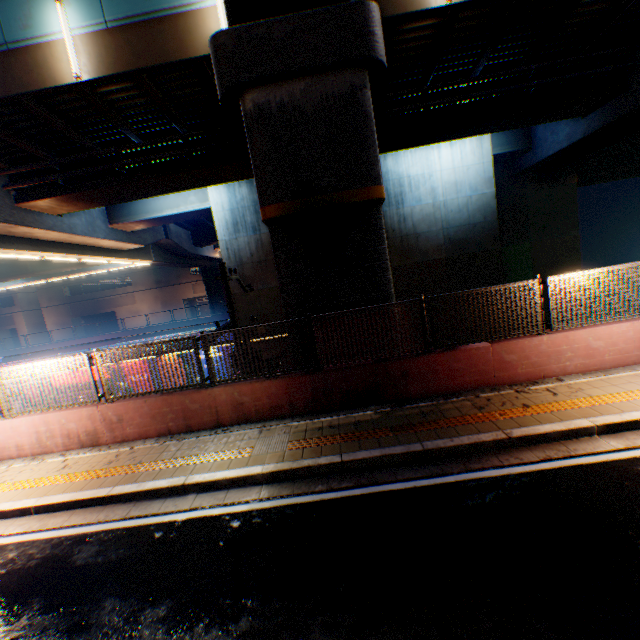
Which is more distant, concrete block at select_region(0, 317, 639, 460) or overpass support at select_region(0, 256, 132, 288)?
overpass support at select_region(0, 256, 132, 288)

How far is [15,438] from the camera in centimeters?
761cm

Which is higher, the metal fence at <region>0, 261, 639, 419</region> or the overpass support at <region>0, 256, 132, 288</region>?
the overpass support at <region>0, 256, 132, 288</region>

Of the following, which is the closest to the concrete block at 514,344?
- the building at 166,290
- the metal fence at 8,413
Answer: the metal fence at 8,413

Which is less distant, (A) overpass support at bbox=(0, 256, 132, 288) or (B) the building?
(A) overpass support at bbox=(0, 256, 132, 288)

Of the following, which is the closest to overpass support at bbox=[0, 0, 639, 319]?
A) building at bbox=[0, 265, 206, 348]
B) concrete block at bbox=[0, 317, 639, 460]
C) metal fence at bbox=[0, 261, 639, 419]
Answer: metal fence at bbox=[0, 261, 639, 419]

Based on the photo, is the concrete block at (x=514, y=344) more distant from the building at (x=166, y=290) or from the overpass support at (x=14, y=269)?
the building at (x=166, y=290)
